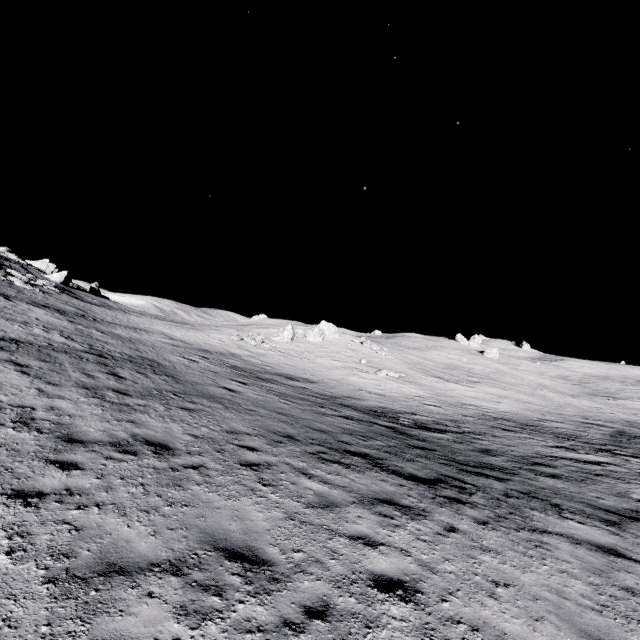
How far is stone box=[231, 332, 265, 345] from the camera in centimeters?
3691cm

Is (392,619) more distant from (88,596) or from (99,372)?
(99,372)

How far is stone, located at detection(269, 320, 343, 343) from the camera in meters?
42.0

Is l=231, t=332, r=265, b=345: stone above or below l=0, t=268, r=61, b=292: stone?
below

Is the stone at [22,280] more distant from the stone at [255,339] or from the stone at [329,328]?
the stone at [329,328]

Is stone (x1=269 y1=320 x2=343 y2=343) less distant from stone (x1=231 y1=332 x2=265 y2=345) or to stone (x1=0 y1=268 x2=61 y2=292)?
stone (x1=231 y1=332 x2=265 y2=345)
